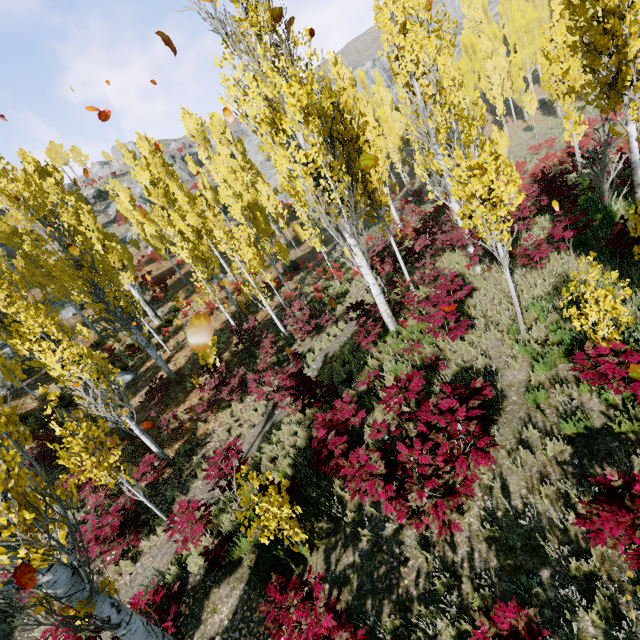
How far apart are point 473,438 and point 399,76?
8.7m

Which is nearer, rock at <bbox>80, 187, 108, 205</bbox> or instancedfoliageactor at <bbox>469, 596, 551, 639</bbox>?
instancedfoliageactor at <bbox>469, 596, 551, 639</bbox>

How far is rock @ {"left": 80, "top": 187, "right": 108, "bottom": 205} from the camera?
52.0m

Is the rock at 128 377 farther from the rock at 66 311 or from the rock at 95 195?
the rock at 95 195

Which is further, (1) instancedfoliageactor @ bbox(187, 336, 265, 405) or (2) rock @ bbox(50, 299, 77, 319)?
(2) rock @ bbox(50, 299, 77, 319)

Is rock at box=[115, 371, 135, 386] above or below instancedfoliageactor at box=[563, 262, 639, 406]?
below

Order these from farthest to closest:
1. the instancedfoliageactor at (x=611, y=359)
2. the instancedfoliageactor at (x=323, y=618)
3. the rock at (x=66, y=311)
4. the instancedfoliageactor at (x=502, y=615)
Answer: the rock at (x=66, y=311) < the instancedfoliageactor at (x=611, y=359) < the instancedfoliageactor at (x=323, y=618) < the instancedfoliageactor at (x=502, y=615)

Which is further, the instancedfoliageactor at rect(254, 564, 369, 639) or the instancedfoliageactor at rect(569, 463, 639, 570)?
the instancedfoliageactor at rect(254, 564, 369, 639)
